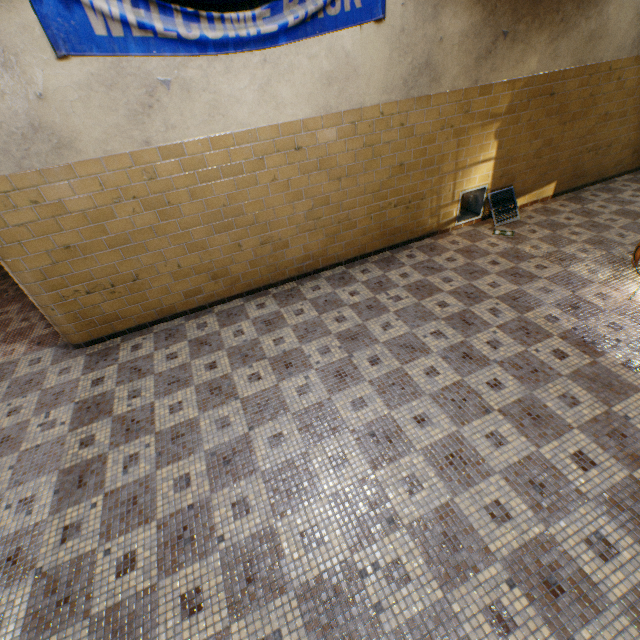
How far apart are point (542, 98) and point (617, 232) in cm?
228

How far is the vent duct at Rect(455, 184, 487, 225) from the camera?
5.22m

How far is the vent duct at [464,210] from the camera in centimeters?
522cm

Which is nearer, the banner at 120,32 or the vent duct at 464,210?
the banner at 120,32

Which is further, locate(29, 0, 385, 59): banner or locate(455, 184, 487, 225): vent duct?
locate(455, 184, 487, 225): vent duct

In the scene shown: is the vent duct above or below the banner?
below
